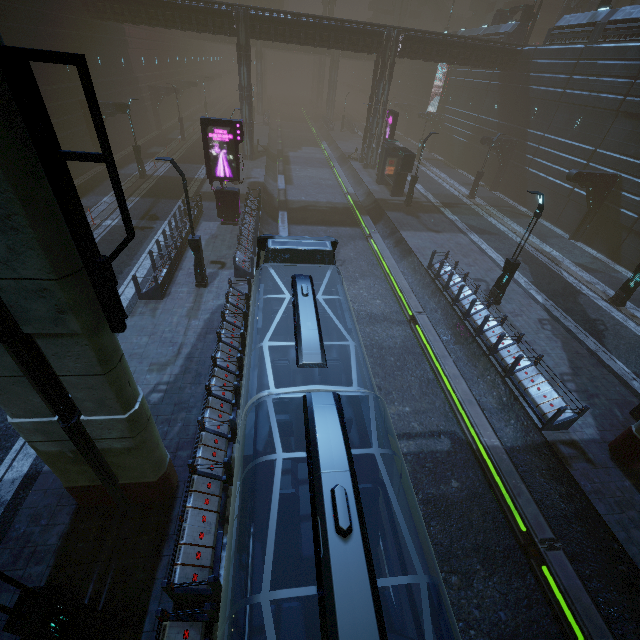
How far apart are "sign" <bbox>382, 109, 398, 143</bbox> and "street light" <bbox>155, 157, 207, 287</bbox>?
25.0 meters

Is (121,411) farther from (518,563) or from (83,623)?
(518,563)

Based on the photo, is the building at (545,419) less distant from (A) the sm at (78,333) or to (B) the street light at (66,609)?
(A) the sm at (78,333)

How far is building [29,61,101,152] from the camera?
22.2 meters

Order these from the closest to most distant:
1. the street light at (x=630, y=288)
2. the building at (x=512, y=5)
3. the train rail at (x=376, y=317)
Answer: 1. the train rail at (x=376, y=317)
2. the street light at (x=630, y=288)
3. the building at (x=512, y=5)

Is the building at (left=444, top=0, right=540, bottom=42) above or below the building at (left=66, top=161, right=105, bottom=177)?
above

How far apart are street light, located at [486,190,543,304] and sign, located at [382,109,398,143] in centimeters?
2162cm
